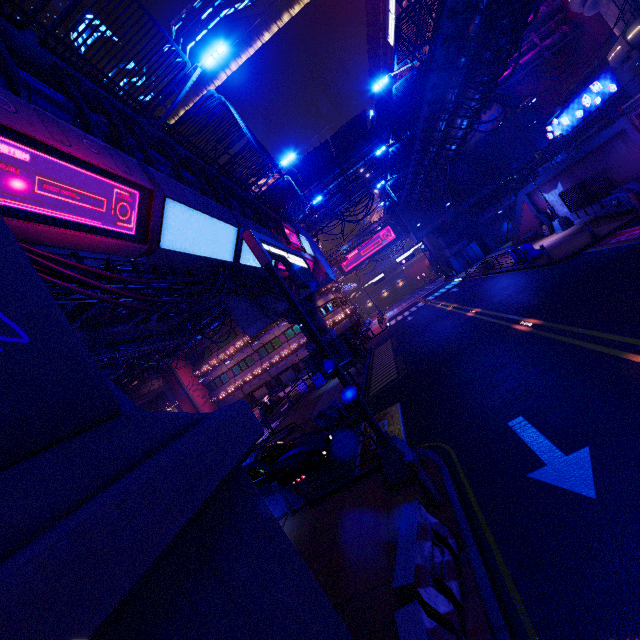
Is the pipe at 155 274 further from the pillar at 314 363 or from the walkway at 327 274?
the pillar at 314 363

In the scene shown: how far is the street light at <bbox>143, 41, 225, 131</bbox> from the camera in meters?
9.6 m

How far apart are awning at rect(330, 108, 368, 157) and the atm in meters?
18.1 m

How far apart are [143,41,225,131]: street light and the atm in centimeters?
2792cm

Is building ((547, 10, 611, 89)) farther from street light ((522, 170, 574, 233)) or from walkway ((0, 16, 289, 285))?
walkway ((0, 16, 289, 285))

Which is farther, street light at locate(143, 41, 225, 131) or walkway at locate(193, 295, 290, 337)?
walkway at locate(193, 295, 290, 337)

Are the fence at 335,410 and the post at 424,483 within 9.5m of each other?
yes

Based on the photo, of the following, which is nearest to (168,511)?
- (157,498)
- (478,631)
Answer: (157,498)
